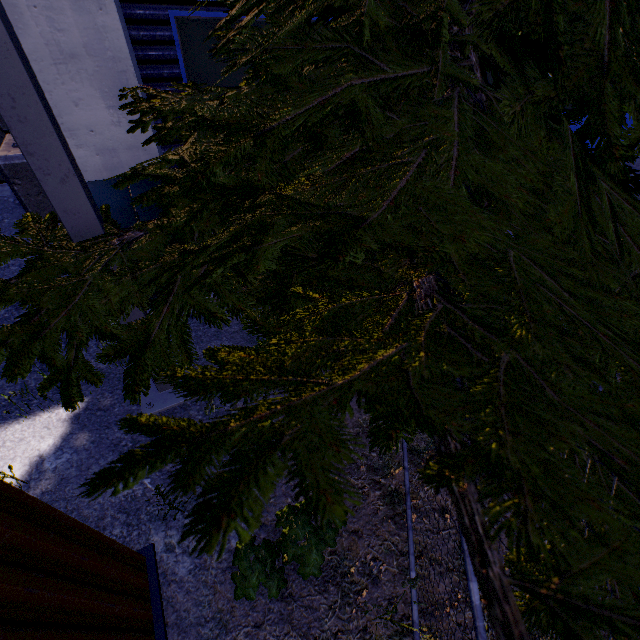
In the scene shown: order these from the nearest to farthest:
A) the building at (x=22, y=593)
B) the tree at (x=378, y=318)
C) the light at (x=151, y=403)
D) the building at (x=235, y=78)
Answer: the tree at (x=378, y=318), the building at (x=22, y=593), the light at (x=151, y=403), the building at (x=235, y=78)

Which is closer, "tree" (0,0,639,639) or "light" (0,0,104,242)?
"tree" (0,0,639,639)

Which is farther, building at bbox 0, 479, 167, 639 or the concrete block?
the concrete block

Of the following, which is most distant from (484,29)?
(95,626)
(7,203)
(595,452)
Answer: (7,203)

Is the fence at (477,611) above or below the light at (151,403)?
above

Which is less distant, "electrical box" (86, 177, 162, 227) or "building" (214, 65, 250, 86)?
"electrical box" (86, 177, 162, 227)

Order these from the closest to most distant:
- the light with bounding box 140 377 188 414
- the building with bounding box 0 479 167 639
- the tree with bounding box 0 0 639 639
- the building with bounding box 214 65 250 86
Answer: the tree with bounding box 0 0 639 639 → the building with bounding box 0 479 167 639 → the light with bounding box 140 377 188 414 → the building with bounding box 214 65 250 86

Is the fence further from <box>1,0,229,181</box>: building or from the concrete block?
the concrete block
